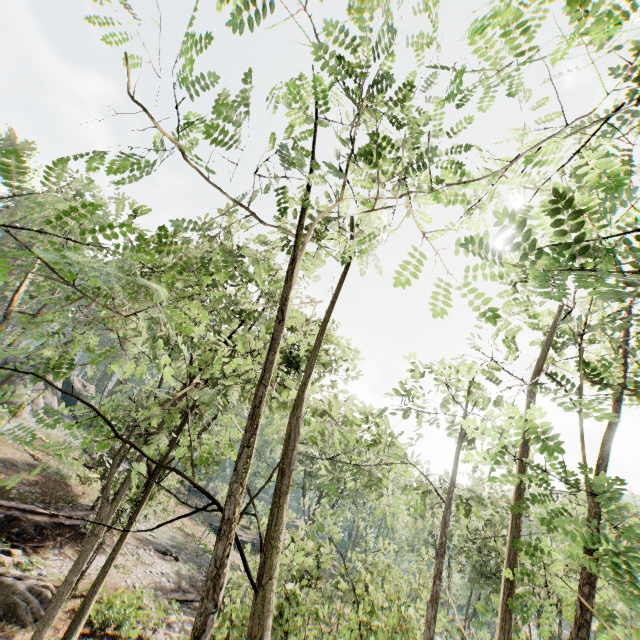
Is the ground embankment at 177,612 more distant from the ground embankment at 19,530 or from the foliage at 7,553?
the ground embankment at 19,530

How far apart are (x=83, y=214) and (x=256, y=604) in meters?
4.4

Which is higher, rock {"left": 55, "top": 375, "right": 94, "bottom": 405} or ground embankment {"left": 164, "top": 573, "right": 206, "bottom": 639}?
rock {"left": 55, "top": 375, "right": 94, "bottom": 405}

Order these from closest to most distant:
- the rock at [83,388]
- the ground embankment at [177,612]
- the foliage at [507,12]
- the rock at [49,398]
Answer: the foliage at [507,12] < the ground embankment at [177,612] < the rock at [49,398] < the rock at [83,388]

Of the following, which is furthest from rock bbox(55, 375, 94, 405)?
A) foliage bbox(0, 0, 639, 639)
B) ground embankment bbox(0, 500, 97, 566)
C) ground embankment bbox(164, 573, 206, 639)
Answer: ground embankment bbox(164, 573, 206, 639)

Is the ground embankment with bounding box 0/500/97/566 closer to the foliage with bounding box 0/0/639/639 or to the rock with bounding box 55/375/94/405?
the foliage with bounding box 0/0/639/639

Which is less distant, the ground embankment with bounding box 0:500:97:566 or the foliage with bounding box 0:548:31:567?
the foliage with bounding box 0:548:31:567

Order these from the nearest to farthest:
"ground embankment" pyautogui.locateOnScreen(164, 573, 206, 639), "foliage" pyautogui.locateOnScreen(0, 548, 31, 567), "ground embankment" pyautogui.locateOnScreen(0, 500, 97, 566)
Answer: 1. "foliage" pyautogui.locateOnScreen(0, 548, 31, 567)
2. "ground embankment" pyautogui.locateOnScreen(164, 573, 206, 639)
3. "ground embankment" pyautogui.locateOnScreen(0, 500, 97, 566)
